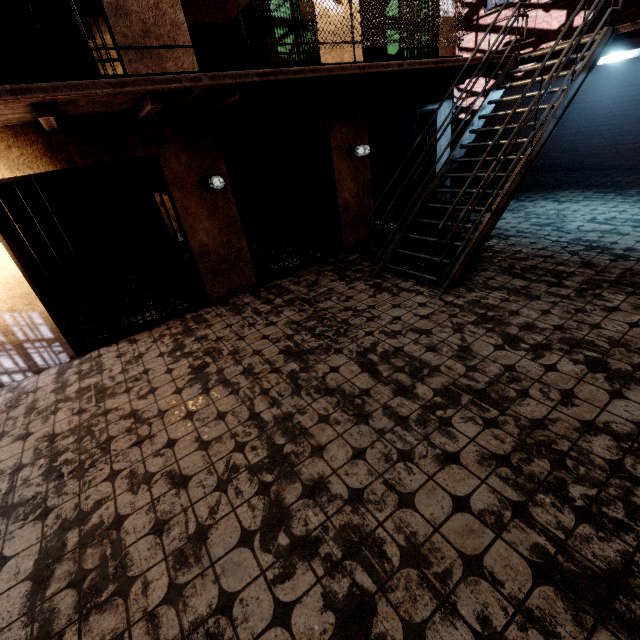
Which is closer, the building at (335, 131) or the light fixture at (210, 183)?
the building at (335, 131)

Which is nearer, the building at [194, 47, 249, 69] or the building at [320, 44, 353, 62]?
the building at [320, 44, 353, 62]

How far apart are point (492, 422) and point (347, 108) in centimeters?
579cm

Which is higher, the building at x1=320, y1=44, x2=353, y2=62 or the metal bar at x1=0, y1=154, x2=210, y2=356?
the building at x1=320, y1=44, x2=353, y2=62

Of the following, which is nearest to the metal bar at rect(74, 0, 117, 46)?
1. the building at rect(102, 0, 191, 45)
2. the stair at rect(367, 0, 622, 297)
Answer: the building at rect(102, 0, 191, 45)

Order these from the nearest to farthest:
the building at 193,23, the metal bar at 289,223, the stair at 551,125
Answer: the stair at 551,125 → the metal bar at 289,223 → the building at 193,23

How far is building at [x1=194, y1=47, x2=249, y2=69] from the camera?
7.3 meters

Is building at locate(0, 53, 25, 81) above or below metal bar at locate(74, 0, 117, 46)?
above
